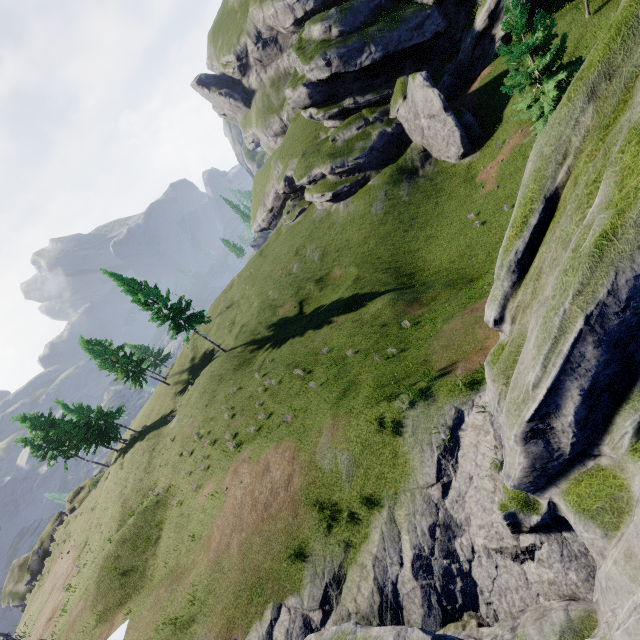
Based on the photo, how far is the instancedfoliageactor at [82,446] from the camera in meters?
41.0

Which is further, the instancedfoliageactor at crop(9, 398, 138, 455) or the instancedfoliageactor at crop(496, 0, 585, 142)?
the instancedfoliageactor at crop(9, 398, 138, 455)

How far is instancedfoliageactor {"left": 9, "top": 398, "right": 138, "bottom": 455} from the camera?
41.03m

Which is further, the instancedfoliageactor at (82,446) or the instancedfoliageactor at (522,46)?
the instancedfoliageactor at (82,446)

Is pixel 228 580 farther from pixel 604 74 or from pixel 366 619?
pixel 604 74
